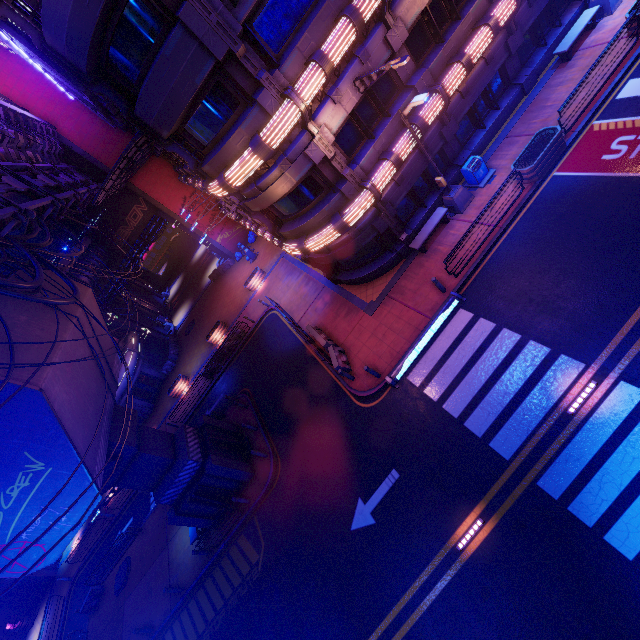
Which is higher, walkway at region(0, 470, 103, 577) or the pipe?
the pipe

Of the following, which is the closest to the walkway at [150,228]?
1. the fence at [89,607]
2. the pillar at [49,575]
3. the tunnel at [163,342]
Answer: the tunnel at [163,342]

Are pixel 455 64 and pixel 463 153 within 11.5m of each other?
yes

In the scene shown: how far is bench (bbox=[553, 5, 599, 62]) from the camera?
15.2m

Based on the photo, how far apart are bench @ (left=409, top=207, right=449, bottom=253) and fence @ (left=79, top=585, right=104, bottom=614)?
31.36m

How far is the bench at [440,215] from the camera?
15.9 meters

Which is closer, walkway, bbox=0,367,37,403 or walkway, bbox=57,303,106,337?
walkway, bbox=0,367,37,403

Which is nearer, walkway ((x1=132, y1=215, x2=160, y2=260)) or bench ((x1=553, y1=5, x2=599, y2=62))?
bench ((x1=553, y1=5, x2=599, y2=62))
